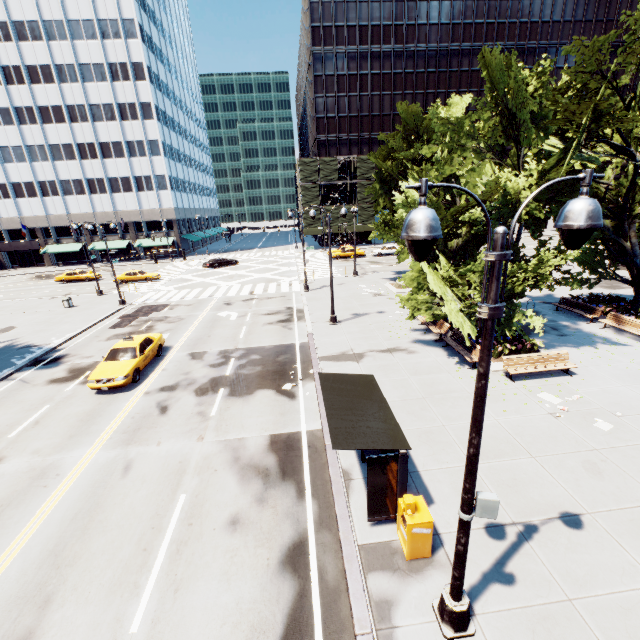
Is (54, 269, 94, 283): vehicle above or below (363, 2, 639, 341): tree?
below

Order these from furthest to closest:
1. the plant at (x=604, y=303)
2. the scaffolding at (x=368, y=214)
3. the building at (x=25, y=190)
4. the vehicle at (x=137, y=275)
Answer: the scaffolding at (x=368, y=214), the building at (x=25, y=190), the vehicle at (x=137, y=275), the plant at (x=604, y=303)

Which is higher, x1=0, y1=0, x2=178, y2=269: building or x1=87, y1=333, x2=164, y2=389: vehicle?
x1=0, y1=0, x2=178, y2=269: building

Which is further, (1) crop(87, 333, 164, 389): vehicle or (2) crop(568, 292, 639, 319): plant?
(2) crop(568, 292, 639, 319): plant

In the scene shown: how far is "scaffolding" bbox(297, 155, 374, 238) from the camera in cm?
5588

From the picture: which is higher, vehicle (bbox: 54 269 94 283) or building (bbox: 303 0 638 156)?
building (bbox: 303 0 638 156)

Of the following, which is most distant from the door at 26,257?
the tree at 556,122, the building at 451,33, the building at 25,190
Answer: the building at 451,33

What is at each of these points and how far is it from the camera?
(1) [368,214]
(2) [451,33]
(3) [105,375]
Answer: (1) scaffolding, 59.25m
(2) building, 54.69m
(3) vehicle, 14.64m
